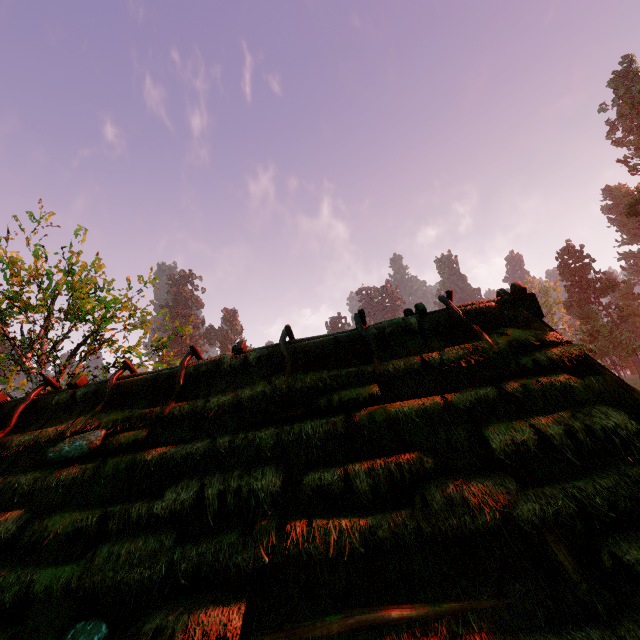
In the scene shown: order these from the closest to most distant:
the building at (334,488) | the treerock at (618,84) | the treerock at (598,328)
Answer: the building at (334,488)
the treerock at (618,84)
the treerock at (598,328)

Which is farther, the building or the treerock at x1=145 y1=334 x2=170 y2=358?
the treerock at x1=145 y1=334 x2=170 y2=358

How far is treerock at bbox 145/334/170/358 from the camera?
15.3m

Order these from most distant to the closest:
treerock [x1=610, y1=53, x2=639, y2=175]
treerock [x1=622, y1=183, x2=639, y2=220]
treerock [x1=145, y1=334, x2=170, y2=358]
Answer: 1. treerock [x1=610, y1=53, x2=639, y2=175]
2. treerock [x1=622, y1=183, x2=639, y2=220]
3. treerock [x1=145, y1=334, x2=170, y2=358]

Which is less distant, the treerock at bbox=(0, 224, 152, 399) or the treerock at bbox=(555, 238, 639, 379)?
the treerock at bbox=(0, 224, 152, 399)

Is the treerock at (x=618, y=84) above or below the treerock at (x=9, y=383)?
above

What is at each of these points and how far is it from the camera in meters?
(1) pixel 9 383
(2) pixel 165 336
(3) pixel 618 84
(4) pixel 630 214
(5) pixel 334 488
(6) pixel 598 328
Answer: (1) treerock, 10.7
(2) treerock, 16.6
(3) treerock, 59.4
(4) treerock, 40.3
(5) building, 4.0
(6) treerock, 46.5
